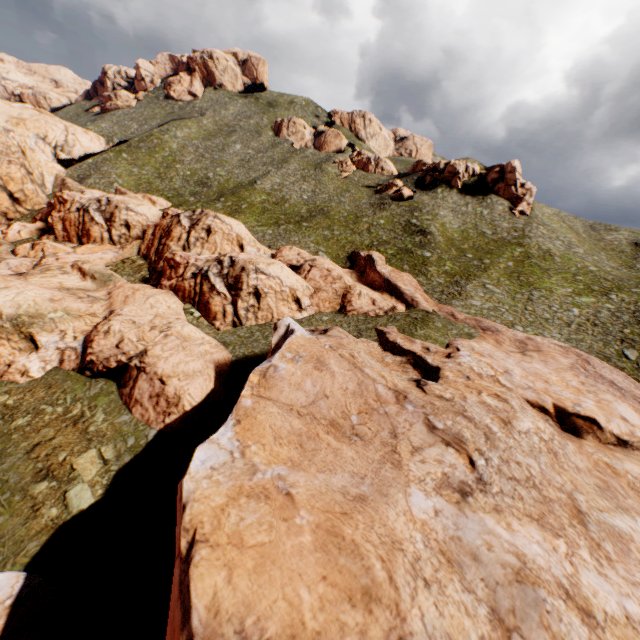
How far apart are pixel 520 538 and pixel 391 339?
19.6m

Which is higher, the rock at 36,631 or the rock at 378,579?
the rock at 378,579

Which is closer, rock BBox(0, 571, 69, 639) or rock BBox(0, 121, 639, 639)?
rock BBox(0, 121, 639, 639)

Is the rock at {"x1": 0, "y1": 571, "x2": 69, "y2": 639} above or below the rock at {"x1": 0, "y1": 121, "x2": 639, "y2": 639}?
below

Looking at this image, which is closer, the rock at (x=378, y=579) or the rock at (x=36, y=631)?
the rock at (x=378, y=579)
